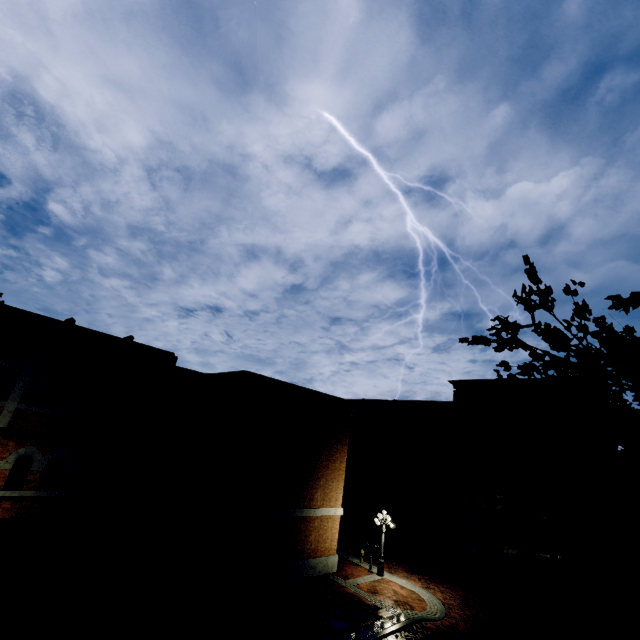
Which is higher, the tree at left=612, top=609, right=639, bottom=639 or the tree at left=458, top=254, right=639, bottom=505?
the tree at left=458, top=254, right=639, bottom=505

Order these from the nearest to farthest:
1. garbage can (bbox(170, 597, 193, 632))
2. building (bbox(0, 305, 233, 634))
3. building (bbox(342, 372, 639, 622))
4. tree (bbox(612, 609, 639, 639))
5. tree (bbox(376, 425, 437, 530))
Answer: tree (bbox(612, 609, 639, 639)) < building (bbox(0, 305, 233, 634)) < garbage can (bbox(170, 597, 193, 632)) < building (bbox(342, 372, 639, 622)) < tree (bbox(376, 425, 437, 530))

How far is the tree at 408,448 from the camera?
29.5 meters

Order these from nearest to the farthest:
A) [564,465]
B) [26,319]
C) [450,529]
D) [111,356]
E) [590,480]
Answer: [111,356], [590,480], [564,465], [26,319], [450,529]

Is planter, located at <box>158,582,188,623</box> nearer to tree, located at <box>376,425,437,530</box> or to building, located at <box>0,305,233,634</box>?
building, located at <box>0,305,233,634</box>

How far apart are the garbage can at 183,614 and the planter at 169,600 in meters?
0.1

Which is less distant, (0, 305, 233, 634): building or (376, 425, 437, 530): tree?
(0, 305, 233, 634): building

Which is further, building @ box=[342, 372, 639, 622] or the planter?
building @ box=[342, 372, 639, 622]
